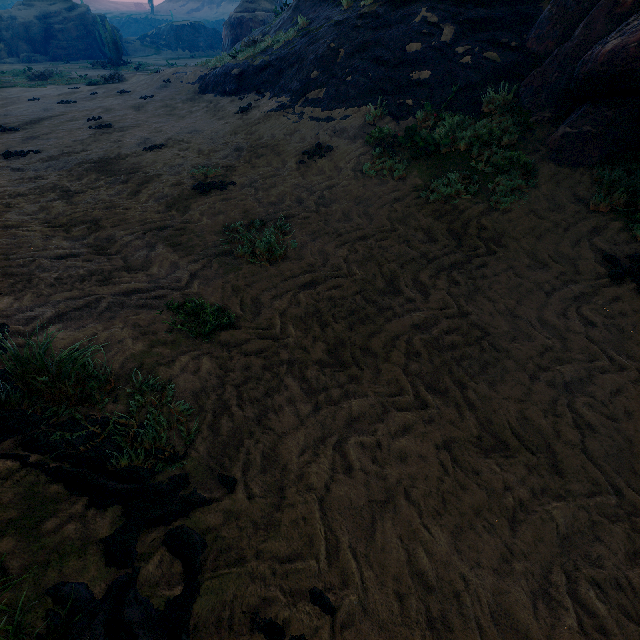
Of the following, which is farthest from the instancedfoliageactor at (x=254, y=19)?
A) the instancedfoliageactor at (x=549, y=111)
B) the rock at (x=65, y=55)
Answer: the instancedfoliageactor at (x=549, y=111)

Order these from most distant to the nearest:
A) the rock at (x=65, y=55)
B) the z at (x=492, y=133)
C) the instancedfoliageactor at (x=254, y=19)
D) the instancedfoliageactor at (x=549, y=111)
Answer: the rock at (x=65, y=55), the instancedfoliageactor at (x=254, y=19), the instancedfoliageactor at (x=549, y=111), the z at (x=492, y=133)

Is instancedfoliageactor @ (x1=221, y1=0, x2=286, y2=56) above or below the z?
above

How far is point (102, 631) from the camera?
1.2m

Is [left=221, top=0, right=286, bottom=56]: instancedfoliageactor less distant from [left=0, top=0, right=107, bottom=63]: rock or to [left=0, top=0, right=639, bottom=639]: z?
[left=0, top=0, right=107, bottom=63]: rock

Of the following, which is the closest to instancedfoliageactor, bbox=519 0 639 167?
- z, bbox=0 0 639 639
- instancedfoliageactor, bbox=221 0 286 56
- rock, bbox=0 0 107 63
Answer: z, bbox=0 0 639 639

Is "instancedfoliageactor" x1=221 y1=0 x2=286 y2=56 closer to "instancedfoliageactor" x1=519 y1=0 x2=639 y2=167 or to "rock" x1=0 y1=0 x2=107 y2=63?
"rock" x1=0 y1=0 x2=107 y2=63
